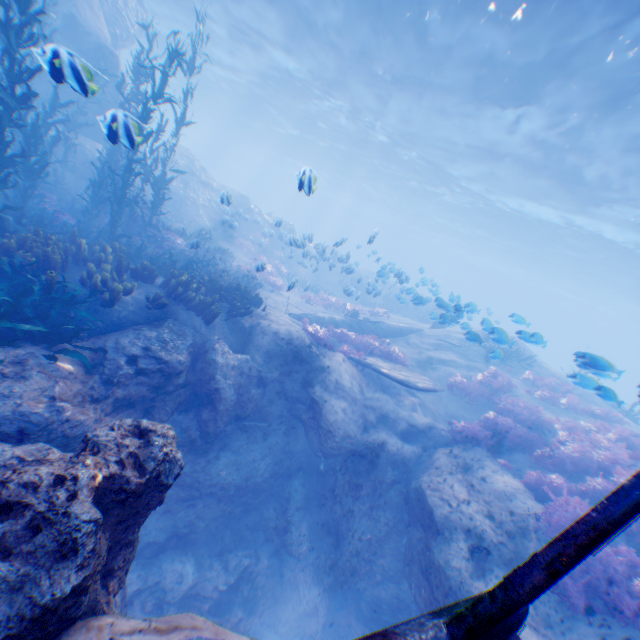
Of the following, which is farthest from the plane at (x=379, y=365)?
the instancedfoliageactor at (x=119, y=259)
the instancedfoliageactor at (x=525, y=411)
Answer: the instancedfoliageactor at (x=525, y=411)

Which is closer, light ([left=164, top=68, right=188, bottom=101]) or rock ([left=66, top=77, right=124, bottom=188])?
rock ([left=66, top=77, right=124, bottom=188])

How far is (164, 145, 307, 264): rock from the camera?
19.86m

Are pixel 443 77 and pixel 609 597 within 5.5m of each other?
no

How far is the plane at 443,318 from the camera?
11.4m

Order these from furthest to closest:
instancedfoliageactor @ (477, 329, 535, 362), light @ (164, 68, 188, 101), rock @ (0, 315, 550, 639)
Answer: light @ (164, 68, 188, 101) → instancedfoliageactor @ (477, 329, 535, 362) → rock @ (0, 315, 550, 639)

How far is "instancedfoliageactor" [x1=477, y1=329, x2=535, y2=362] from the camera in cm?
948

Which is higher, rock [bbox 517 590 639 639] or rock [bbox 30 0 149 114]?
rock [bbox 30 0 149 114]
